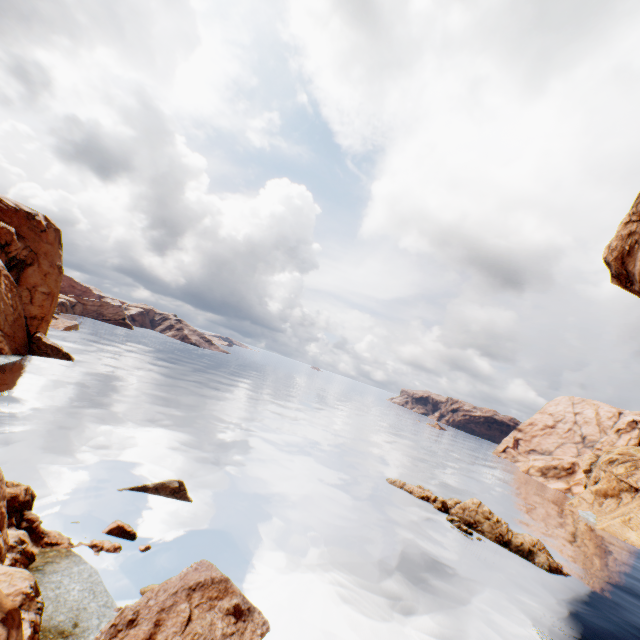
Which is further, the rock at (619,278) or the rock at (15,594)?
the rock at (619,278)

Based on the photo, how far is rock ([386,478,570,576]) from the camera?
29.1m

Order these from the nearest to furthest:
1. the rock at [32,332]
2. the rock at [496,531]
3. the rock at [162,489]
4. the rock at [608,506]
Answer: the rock at [162,489] → the rock at [496,531] → the rock at [32,332] → the rock at [608,506]

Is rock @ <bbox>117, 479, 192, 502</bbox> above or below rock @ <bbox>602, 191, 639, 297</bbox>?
below

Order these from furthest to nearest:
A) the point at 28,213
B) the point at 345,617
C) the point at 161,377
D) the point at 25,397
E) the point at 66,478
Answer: the point at 161,377 → the point at 28,213 → the point at 25,397 → the point at 66,478 → the point at 345,617

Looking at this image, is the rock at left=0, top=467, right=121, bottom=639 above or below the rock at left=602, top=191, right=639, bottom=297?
below

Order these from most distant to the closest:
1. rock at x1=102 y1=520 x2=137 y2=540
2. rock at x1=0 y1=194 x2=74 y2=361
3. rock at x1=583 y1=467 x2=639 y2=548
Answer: rock at x1=583 y1=467 x2=639 y2=548 < rock at x1=0 y1=194 x2=74 y2=361 < rock at x1=102 y1=520 x2=137 y2=540

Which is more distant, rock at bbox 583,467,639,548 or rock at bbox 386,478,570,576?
rock at bbox 583,467,639,548
